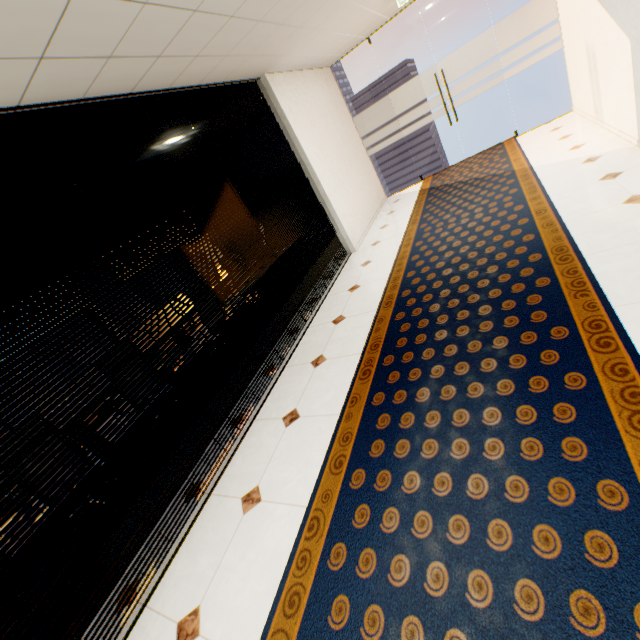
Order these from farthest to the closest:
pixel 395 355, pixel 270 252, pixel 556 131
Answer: pixel 556 131, pixel 270 252, pixel 395 355
